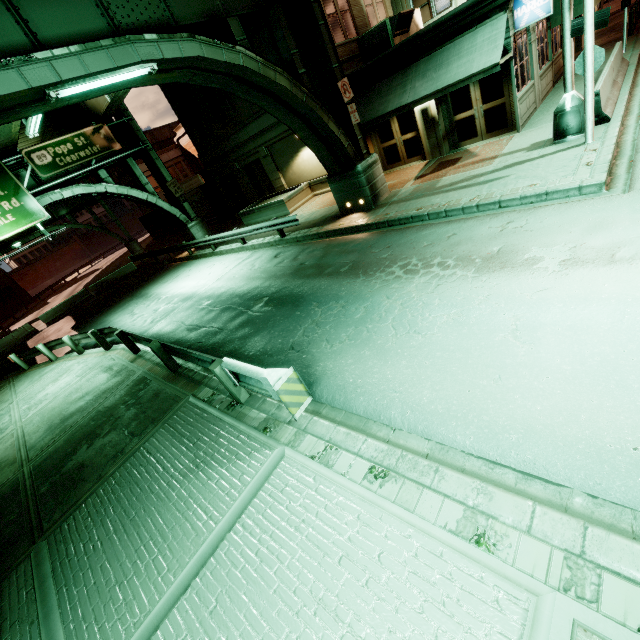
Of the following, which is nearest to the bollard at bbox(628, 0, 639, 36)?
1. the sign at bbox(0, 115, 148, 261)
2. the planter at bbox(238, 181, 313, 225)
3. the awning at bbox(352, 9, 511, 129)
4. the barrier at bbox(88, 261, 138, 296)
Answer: the awning at bbox(352, 9, 511, 129)

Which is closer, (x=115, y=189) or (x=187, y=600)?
(x=187, y=600)

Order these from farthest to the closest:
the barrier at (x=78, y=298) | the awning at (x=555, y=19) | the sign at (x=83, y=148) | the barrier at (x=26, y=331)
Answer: the barrier at (x=78, y=298) < the barrier at (x=26, y=331) < the sign at (x=83, y=148) < the awning at (x=555, y=19)

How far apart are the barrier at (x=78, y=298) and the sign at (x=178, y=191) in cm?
1216

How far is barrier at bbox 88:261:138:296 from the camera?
27.32m

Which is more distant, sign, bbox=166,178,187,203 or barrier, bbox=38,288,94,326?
Result: barrier, bbox=38,288,94,326

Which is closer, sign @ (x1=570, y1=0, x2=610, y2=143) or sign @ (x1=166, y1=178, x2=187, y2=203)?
sign @ (x1=570, y1=0, x2=610, y2=143)

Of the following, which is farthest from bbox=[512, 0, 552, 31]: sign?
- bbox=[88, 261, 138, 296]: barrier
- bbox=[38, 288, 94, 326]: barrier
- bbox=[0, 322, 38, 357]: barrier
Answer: bbox=[0, 322, 38, 357]: barrier
